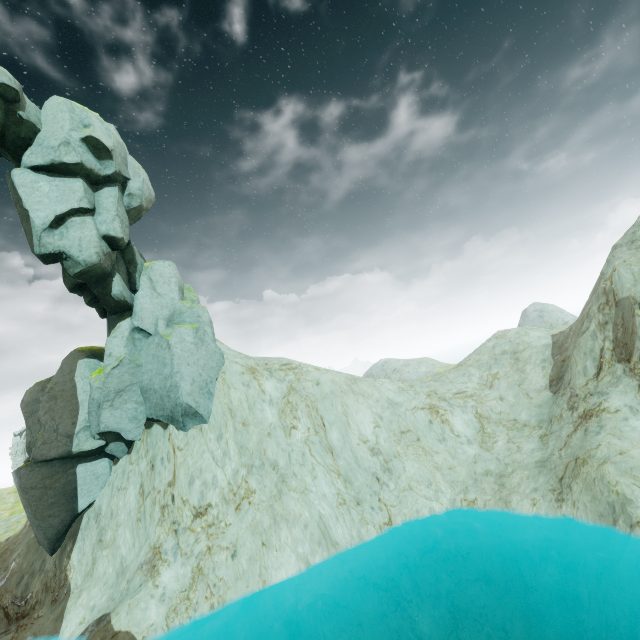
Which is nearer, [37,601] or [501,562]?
[501,562]

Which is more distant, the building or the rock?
the building

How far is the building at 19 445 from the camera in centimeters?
5484cm

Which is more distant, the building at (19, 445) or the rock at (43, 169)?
the building at (19, 445)

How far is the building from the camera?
54.8m
